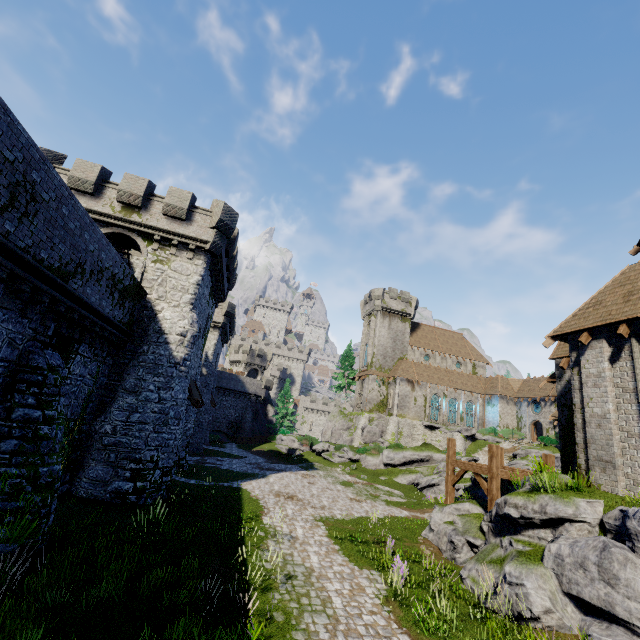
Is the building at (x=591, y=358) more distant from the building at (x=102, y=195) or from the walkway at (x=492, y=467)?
the walkway at (x=492, y=467)

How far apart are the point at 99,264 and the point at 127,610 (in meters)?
10.82

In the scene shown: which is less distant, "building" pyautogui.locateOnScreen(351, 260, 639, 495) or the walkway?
"building" pyautogui.locateOnScreen(351, 260, 639, 495)

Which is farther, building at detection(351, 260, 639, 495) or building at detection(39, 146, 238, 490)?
building at detection(39, 146, 238, 490)

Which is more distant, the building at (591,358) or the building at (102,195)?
the building at (102,195)

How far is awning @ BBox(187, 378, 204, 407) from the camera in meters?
19.6 m

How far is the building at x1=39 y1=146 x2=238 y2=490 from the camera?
17.9 meters

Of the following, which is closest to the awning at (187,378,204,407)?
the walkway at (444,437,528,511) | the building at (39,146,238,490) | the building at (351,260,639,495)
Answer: the building at (39,146,238,490)
